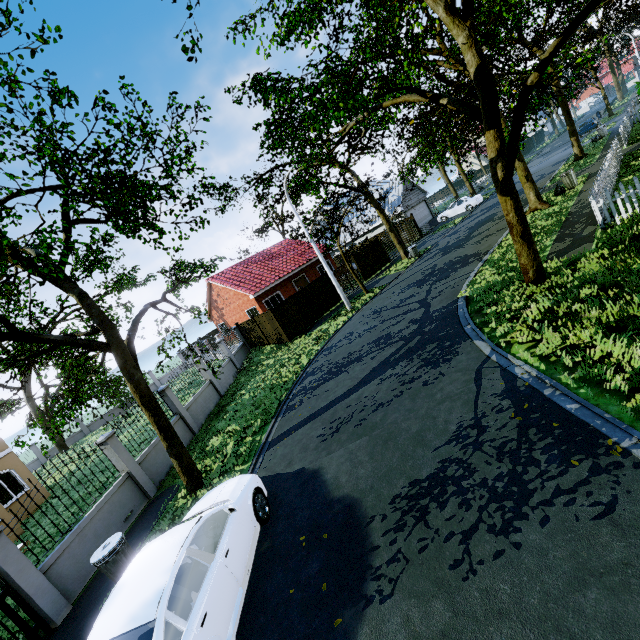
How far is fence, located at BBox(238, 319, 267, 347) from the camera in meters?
22.8

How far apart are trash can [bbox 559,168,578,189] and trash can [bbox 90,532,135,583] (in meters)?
23.33

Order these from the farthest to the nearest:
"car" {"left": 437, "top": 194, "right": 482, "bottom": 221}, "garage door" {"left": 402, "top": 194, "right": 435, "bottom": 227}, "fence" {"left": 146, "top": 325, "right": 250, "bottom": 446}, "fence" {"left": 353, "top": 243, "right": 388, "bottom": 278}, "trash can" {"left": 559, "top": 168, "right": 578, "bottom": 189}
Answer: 1. "garage door" {"left": 402, "top": 194, "right": 435, "bottom": 227}
2. "car" {"left": 437, "top": 194, "right": 482, "bottom": 221}
3. "fence" {"left": 353, "top": 243, "right": 388, "bottom": 278}
4. "trash can" {"left": 559, "top": 168, "right": 578, "bottom": 189}
5. "fence" {"left": 146, "top": 325, "right": 250, "bottom": 446}

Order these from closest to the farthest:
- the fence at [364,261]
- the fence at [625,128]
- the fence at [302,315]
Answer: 1. the fence at [625,128]
2. the fence at [302,315]
3. the fence at [364,261]

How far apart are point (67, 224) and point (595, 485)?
12.39m

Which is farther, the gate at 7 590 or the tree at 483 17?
the tree at 483 17

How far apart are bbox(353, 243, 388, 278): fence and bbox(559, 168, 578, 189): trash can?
13.11m

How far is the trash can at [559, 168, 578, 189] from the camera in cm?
1684
